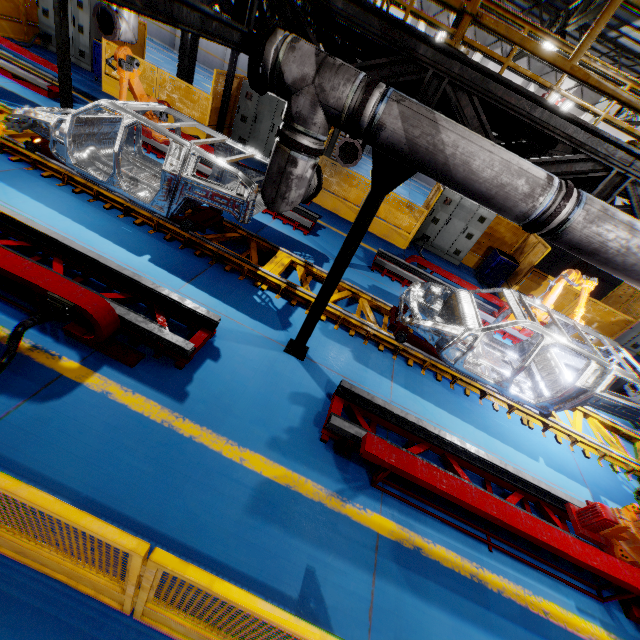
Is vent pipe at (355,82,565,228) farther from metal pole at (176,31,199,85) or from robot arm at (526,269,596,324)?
metal pole at (176,31,199,85)

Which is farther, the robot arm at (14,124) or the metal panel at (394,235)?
the metal panel at (394,235)

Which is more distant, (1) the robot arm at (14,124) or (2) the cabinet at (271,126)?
(2) the cabinet at (271,126)

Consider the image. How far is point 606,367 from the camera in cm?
545

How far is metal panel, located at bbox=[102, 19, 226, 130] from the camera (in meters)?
10.47

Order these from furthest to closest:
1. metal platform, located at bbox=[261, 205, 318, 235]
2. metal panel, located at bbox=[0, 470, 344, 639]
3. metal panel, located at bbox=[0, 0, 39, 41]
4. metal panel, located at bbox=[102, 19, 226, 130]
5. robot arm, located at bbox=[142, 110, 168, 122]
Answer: metal panel, located at bbox=[0, 0, 39, 41] < metal panel, located at bbox=[102, 19, 226, 130] < metal platform, located at bbox=[261, 205, 318, 235] < robot arm, located at bbox=[142, 110, 168, 122] < metal panel, located at bbox=[0, 470, 344, 639]

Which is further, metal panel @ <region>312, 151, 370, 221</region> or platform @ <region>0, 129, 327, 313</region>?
metal panel @ <region>312, 151, 370, 221</region>

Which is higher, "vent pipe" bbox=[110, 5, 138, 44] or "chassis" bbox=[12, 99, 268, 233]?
"vent pipe" bbox=[110, 5, 138, 44]
